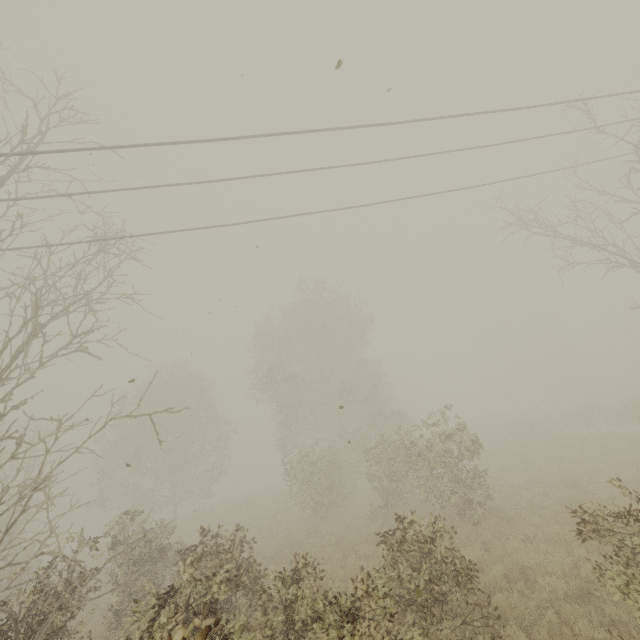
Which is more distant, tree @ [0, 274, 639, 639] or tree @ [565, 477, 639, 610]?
tree @ [0, 274, 639, 639]

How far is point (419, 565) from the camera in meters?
6.7

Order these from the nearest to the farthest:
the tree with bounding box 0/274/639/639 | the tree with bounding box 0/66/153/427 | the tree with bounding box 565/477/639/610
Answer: the tree with bounding box 565/477/639/610 → the tree with bounding box 0/274/639/639 → the tree with bounding box 0/66/153/427

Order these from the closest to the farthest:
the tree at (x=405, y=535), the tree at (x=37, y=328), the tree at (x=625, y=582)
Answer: the tree at (x=625, y=582), the tree at (x=405, y=535), the tree at (x=37, y=328)

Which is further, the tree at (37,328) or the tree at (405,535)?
the tree at (37,328)

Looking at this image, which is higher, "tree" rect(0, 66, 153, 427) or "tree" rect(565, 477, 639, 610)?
"tree" rect(0, 66, 153, 427)
